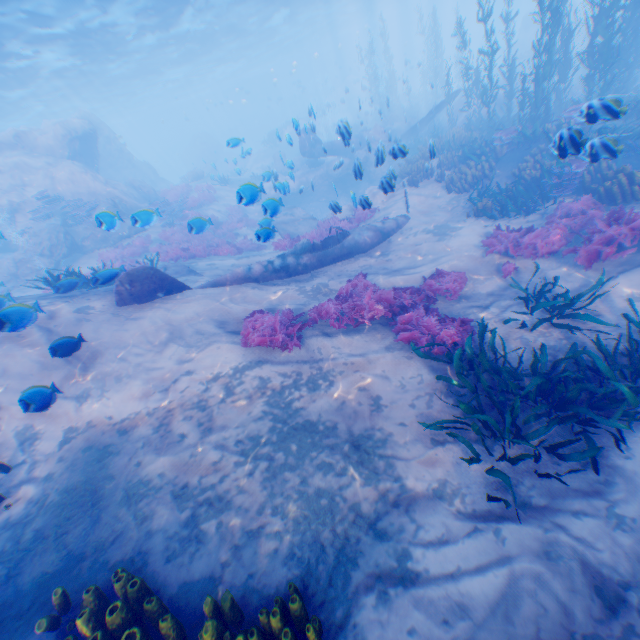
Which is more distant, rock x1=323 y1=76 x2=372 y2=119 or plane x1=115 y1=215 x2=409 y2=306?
rock x1=323 y1=76 x2=372 y2=119

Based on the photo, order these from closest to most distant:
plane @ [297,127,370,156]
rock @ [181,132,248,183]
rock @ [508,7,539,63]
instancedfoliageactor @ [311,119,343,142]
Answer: instancedfoliageactor @ [311,119,343,142], plane @ [297,127,370,156], rock @ [181,132,248,183], rock @ [508,7,539,63]

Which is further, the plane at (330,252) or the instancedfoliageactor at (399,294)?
the plane at (330,252)

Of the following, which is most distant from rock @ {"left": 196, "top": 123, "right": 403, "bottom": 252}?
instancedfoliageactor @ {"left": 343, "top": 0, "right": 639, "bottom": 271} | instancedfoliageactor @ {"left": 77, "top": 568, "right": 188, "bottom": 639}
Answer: instancedfoliageactor @ {"left": 77, "top": 568, "right": 188, "bottom": 639}

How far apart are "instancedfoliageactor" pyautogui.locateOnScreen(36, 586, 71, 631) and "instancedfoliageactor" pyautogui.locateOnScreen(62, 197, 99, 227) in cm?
1842

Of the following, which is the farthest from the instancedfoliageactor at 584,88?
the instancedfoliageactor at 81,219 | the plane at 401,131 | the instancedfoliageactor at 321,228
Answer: the instancedfoliageactor at 81,219

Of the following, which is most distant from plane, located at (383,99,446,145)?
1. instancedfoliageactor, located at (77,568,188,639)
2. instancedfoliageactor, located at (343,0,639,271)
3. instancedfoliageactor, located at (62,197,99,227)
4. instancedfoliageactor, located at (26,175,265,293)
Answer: instancedfoliageactor, located at (62,197,99,227)

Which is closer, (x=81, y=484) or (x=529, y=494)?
(x=529, y=494)
